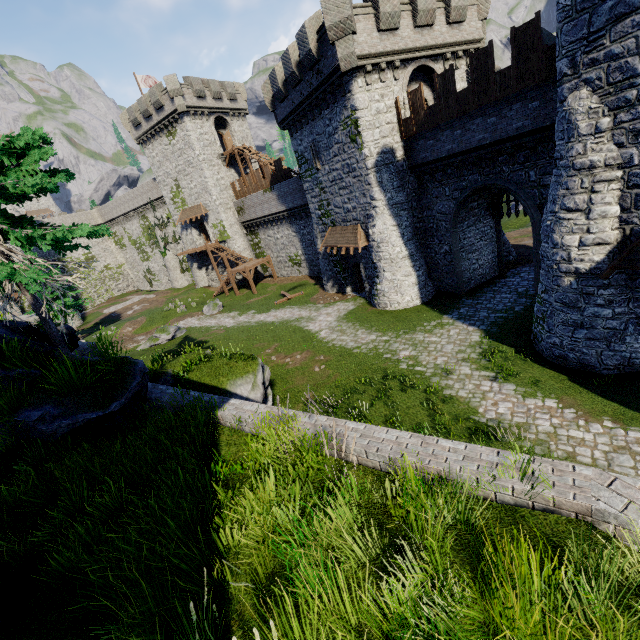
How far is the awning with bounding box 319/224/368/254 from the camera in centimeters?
2188cm

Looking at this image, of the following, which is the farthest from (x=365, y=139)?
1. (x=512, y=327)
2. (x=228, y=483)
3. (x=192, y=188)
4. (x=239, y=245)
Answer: (x=192, y=188)

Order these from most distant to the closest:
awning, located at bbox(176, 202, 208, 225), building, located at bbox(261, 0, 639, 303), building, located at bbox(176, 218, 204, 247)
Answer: building, located at bbox(176, 218, 204, 247), awning, located at bbox(176, 202, 208, 225), building, located at bbox(261, 0, 639, 303)

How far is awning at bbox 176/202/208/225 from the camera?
39.4 meters

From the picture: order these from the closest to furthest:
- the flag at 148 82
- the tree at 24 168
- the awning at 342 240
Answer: the tree at 24 168, the awning at 342 240, the flag at 148 82

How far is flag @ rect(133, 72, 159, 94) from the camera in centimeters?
3875cm

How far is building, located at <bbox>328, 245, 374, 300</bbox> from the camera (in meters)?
23.28

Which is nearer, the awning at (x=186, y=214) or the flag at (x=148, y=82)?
the flag at (x=148, y=82)
